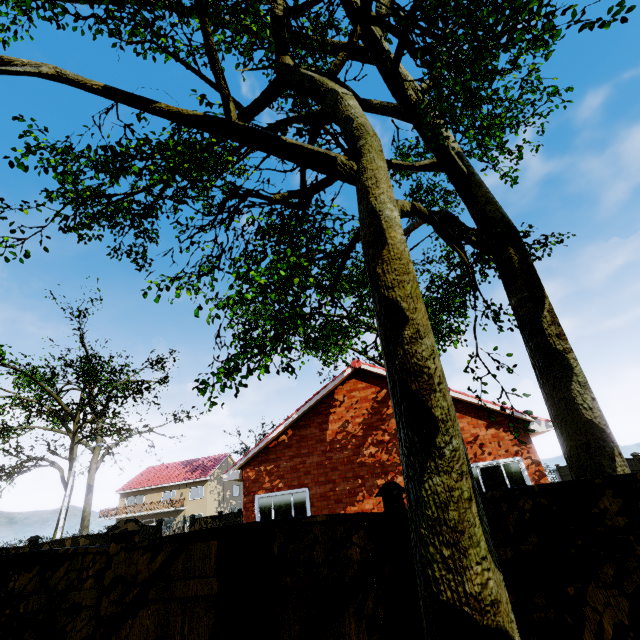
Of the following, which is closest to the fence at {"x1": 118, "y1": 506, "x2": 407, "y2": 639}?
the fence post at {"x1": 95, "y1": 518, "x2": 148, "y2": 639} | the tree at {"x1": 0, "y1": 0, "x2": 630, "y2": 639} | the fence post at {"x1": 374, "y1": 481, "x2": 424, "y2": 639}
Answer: the tree at {"x1": 0, "y1": 0, "x2": 630, "y2": 639}

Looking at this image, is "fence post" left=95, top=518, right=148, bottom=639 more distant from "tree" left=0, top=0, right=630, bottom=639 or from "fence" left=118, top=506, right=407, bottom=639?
"tree" left=0, top=0, right=630, bottom=639

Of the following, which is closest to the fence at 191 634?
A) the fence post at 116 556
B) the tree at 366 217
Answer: the tree at 366 217

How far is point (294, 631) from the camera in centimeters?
291cm

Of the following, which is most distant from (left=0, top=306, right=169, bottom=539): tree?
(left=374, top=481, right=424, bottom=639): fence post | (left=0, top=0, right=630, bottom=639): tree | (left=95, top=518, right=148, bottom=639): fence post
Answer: (left=95, top=518, right=148, bottom=639): fence post

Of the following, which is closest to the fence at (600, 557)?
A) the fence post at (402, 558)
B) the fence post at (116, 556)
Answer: the fence post at (116, 556)

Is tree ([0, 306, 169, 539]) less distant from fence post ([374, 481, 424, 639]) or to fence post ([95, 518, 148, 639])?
fence post ([374, 481, 424, 639])

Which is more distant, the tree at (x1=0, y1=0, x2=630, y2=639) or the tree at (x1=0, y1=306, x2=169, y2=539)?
the tree at (x1=0, y1=306, x2=169, y2=539)
